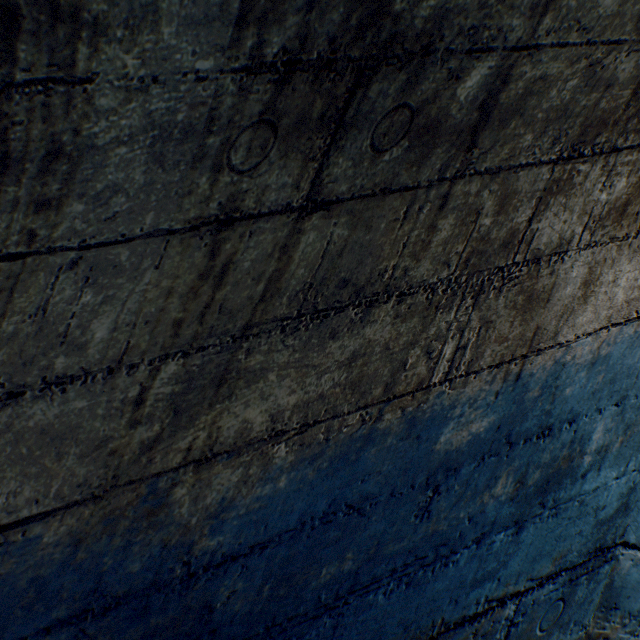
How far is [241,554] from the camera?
0.8m
